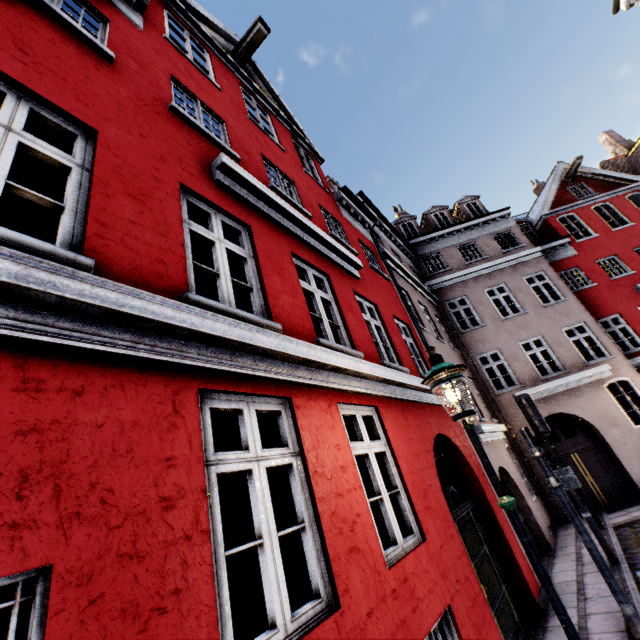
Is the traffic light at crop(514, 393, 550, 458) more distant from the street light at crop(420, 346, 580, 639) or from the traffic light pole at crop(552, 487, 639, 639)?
the street light at crop(420, 346, 580, 639)

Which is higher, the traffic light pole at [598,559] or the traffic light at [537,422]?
the traffic light at [537,422]

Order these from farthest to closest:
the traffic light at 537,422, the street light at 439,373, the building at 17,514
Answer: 1. the traffic light at 537,422
2. the street light at 439,373
3. the building at 17,514

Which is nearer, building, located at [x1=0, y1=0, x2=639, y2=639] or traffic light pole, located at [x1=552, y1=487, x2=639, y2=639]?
building, located at [x1=0, y1=0, x2=639, y2=639]

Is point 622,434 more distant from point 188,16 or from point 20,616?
point 188,16

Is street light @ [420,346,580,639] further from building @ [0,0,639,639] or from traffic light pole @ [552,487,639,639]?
traffic light pole @ [552,487,639,639]

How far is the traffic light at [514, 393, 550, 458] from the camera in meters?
5.7 m
